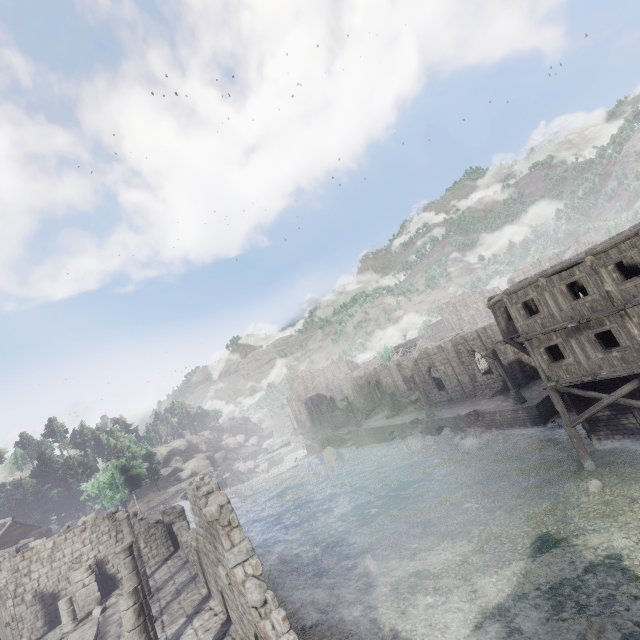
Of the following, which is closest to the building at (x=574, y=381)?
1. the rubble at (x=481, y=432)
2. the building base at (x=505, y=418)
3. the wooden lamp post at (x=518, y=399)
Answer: the building base at (x=505, y=418)

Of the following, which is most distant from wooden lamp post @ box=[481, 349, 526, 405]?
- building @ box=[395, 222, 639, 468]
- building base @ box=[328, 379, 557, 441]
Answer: building @ box=[395, 222, 639, 468]

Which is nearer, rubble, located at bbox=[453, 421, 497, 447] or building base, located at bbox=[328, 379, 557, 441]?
building base, located at bbox=[328, 379, 557, 441]

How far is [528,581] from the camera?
12.1m

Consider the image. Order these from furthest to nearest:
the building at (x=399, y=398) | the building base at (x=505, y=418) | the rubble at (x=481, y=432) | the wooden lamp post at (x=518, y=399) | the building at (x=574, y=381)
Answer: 1. the building at (x=399, y=398)
2. the rubble at (x=481, y=432)
3. the wooden lamp post at (x=518, y=399)
4. the building base at (x=505, y=418)
5. the building at (x=574, y=381)

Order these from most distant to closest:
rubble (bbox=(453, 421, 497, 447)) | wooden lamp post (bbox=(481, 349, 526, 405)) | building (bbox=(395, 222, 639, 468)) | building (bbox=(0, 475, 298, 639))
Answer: rubble (bbox=(453, 421, 497, 447)), wooden lamp post (bbox=(481, 349, 526, 405)), building (bbox=(395, 222, 639, 468)), building (bbox=(0, 475, 298, 639))

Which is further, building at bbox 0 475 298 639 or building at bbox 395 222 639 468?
building at bbox 395 222 639 468
